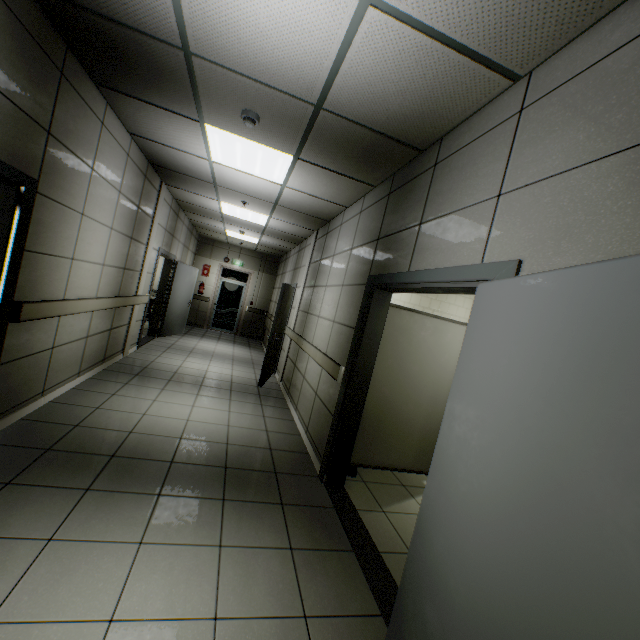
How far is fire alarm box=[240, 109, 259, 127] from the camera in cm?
283

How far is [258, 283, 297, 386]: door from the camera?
6.07m

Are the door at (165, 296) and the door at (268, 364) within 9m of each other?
yes

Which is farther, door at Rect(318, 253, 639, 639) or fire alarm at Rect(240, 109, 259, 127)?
fire alarm at Rect(240, 109, 259, 127)

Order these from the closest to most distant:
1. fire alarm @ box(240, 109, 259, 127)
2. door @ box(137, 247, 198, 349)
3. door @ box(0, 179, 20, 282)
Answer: door @ box(0, 179, 20, 282)
fire alarm @ box(240, 109, 259, 127)
door @ box(137, 247, 198, 349)

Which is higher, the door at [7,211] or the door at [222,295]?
the door at [7,211]

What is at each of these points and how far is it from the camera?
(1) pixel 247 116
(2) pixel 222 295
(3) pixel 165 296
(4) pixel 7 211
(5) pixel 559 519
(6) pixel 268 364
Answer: (1) fire alarm, 2.9m
(2) door, 12.2m
(3) door, 8.3m
(4) door, 2.3m
(5) door, 0.8m
(6) door, 6.3m

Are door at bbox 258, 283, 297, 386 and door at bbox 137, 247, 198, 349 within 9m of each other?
yes
